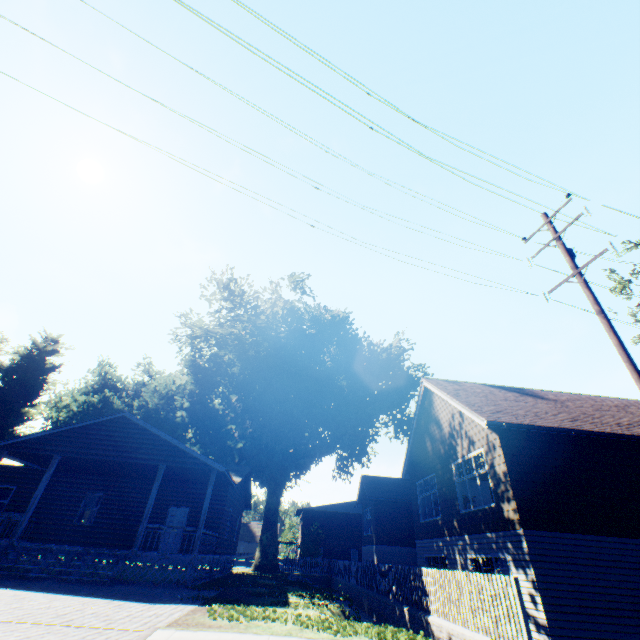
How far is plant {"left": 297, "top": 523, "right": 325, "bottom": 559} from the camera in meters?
40.3 m

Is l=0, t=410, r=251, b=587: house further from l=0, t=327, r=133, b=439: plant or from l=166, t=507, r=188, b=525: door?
l=0, t=327, r=133, b=439: plant

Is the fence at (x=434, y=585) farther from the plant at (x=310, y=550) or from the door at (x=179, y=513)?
the door at (x=179, y=513)

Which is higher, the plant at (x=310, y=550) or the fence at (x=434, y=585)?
the plant at (x=310, y=550)

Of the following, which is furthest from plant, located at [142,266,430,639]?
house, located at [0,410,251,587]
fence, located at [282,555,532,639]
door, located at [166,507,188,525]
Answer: door, located at [166,507,188,525]

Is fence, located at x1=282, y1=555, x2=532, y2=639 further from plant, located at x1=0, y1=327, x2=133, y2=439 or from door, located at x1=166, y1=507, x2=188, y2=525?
door, located at x1=166, y1=507, x2=188, y2=525

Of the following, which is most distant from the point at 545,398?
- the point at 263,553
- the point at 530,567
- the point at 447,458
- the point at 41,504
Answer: the point at 41,504

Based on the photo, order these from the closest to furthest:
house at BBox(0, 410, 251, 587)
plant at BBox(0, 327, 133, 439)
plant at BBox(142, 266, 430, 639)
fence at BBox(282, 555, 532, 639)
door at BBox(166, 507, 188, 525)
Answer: fence at BBox(282, 555, 532, 639) < house at BBox(0, 410, 251, 587) < door at BBox(166, 507, 188, 525) < plant at BBox(142, 266, 430, 639) < plant at BBox(0, 327, 133, 439)
